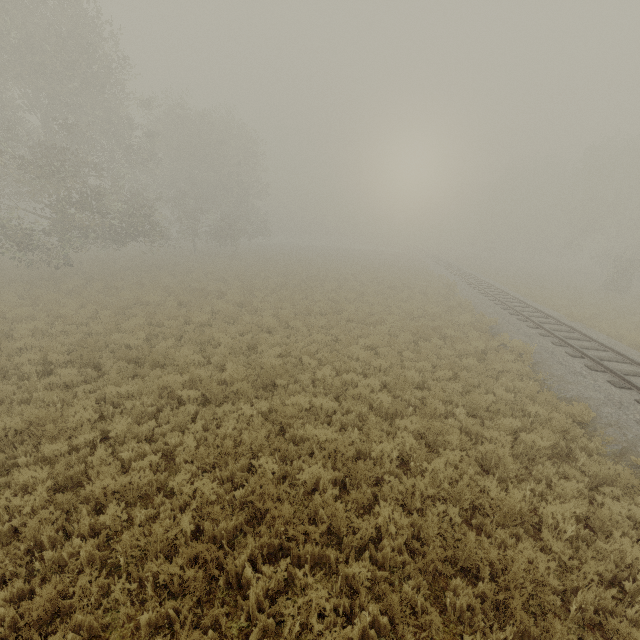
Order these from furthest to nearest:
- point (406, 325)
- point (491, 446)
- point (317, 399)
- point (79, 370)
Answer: point (406, 325) < point (79, 370) < point (317, 399) < point (491, 446)
